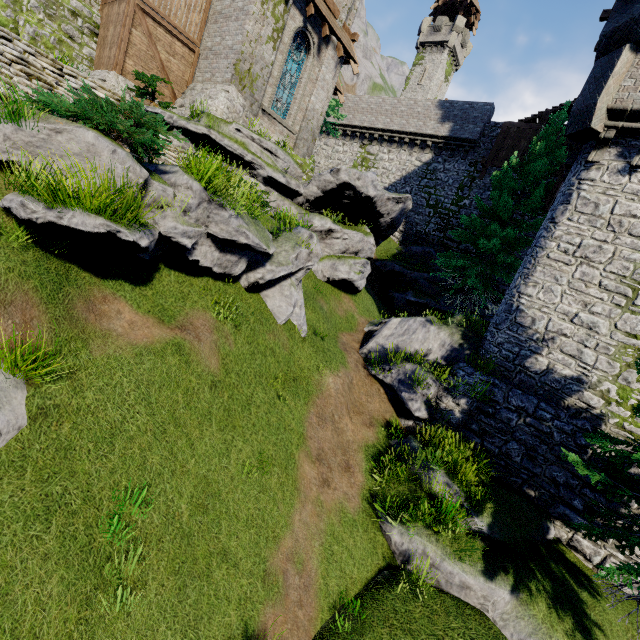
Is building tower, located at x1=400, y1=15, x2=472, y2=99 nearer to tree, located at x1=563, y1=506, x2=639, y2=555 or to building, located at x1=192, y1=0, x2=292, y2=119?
tree, located at x1=563, y1=506, x2=639, y2=555

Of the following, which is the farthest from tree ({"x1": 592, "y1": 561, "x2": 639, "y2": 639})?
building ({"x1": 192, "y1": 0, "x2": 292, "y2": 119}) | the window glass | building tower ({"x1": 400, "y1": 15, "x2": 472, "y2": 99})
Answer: building tower ({"x1": 400, "y1": 15, "x2": 472, "y2": 99})

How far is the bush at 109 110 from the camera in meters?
4.9

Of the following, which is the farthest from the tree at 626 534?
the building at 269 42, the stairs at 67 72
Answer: the stairs at 67 72

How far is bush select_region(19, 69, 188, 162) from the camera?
4.95m

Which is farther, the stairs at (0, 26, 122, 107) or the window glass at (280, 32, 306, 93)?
the window glass at (280, 32, 306, 93)

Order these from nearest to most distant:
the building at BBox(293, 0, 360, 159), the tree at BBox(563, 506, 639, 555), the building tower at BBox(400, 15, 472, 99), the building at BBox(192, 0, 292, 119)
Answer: the tree at BBox(563, 506, 639, 555), the building at BBox(192, 0, 292, 119), the building at BBox(293, 0, 360, 159), the building tower at BBox(400, 15, 472, 99)

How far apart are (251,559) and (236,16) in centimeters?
1905cm
